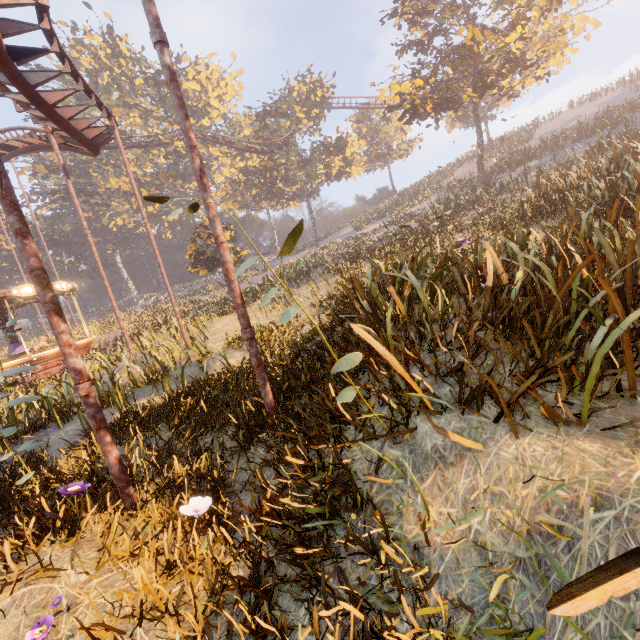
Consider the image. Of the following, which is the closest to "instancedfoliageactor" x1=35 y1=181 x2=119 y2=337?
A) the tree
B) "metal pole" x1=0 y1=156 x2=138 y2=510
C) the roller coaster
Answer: the roller coaster

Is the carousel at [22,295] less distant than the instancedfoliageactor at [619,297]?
No

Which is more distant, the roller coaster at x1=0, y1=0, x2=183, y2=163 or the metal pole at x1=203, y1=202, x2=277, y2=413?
the roller coaster at x1=0, y1=0, x2=183, y2=163

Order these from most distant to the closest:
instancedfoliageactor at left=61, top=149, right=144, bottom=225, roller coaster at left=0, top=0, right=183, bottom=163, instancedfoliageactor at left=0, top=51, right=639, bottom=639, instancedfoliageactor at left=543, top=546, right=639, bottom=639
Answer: instancedfoliageactor at left=61, top=149, right=144, bottom=225
roller coaster at left=0, top=0, right=183, bottom=163
instancedfoliageactor at left=0, top=51, right=639, bottom=639
instancedfoliageactor at left=543, top=546, right=639, bottom=639

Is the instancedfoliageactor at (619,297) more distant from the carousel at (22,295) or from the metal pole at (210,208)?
the metal pole at (210,208)

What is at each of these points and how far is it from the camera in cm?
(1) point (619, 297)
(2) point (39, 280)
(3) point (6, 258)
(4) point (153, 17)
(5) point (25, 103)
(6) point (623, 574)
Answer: (1) instancedfoliageactor, 313
(2) metal pole, 358
(3) instancedfoliageactor, 5741
(4) metal pole, 405
(5) roller coaster, 937
(6) instancedfoliageactor, 92

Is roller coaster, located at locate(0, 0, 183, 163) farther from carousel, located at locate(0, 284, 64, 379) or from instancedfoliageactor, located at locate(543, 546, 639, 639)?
instancedfoliageactor, located at locate(543, 546, 639, 639)

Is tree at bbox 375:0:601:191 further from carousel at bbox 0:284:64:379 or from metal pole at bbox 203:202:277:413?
carousel at bbox 0:284:64:379
